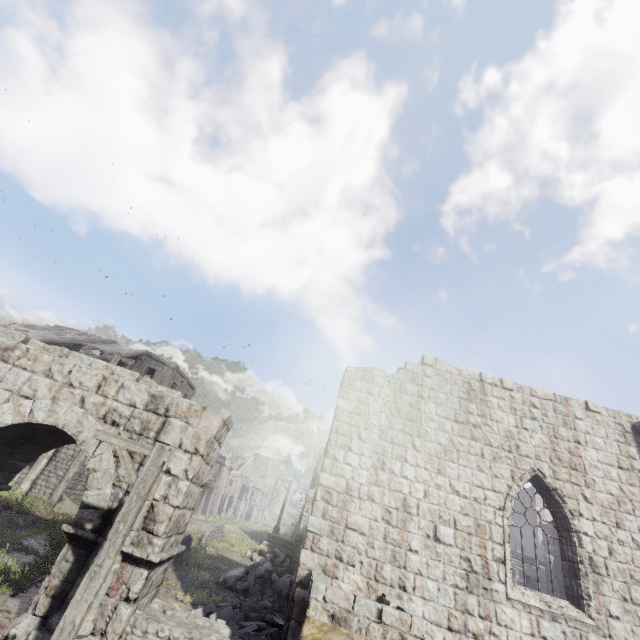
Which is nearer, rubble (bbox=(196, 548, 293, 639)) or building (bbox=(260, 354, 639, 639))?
building (bbox=(260, 354, 639, 639))

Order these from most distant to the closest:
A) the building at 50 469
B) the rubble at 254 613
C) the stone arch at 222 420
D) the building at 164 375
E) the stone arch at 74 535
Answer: the building at 164 375 < the building at 50 469 < the rubble at 254 613 < the stone arch at 222 420 < the stone arch at 74 535

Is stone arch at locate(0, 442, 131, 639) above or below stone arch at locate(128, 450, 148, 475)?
below

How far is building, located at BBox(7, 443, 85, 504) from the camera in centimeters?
1508cm

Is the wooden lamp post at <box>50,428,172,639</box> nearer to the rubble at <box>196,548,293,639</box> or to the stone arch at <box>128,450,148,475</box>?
the stone arch at <box>128,450,148,475</box>

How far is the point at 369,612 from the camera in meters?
5.6 m

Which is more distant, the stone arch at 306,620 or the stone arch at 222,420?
the stone arch at 222,420

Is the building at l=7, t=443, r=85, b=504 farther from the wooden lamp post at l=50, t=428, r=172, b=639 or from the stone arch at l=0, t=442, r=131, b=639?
the wooden lamp post at l=50, t=428, r=172, b=639
